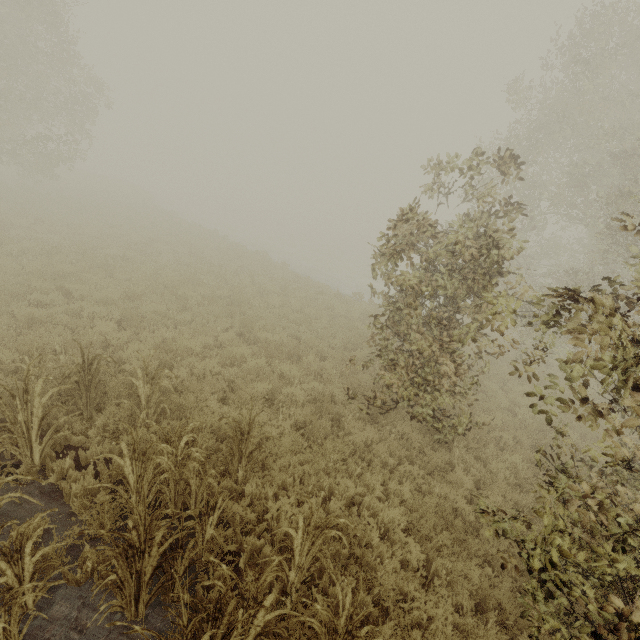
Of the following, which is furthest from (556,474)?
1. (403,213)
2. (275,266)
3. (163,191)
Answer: (163,191)
